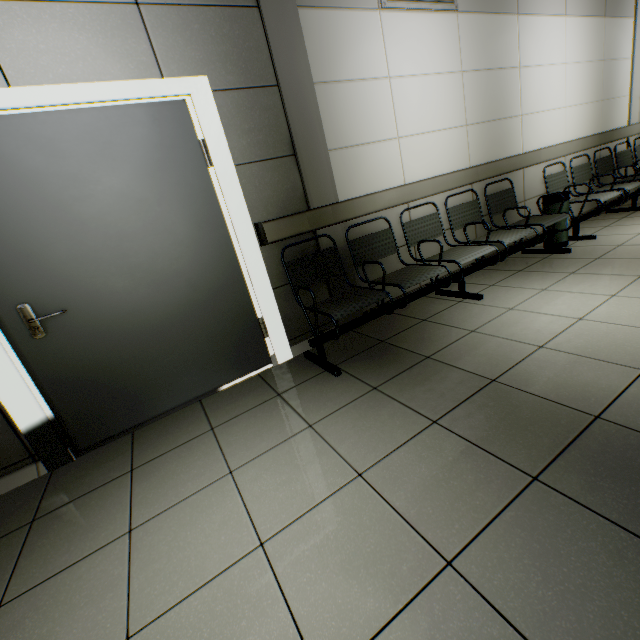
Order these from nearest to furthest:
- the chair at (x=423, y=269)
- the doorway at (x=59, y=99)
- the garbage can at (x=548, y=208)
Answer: the doorway at (x=59, y=99)
the chair at (x=423, y=269)
the garbage can at (x=548, y=208)

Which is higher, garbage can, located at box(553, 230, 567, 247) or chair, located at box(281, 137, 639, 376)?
chair, located at box(281, 137, 639, 376)

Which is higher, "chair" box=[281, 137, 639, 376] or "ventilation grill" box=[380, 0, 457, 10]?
"ventilation grill" box=[380, 0, 457, 10]

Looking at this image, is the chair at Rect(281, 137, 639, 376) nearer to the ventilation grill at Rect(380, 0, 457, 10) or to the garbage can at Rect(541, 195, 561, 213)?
the garbage can at Rect(541, 195, 561, 213)

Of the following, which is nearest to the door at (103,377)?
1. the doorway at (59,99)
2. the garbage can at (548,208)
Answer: the doorway at (59,99)

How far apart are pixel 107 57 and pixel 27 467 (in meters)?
2.63

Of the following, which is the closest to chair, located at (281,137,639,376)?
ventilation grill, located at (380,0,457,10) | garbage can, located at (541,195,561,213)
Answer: garbage can, located at (541,195,561,213)

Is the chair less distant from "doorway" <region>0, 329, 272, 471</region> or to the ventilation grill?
"doorway" <region>0, 329, 272, 471</region>
